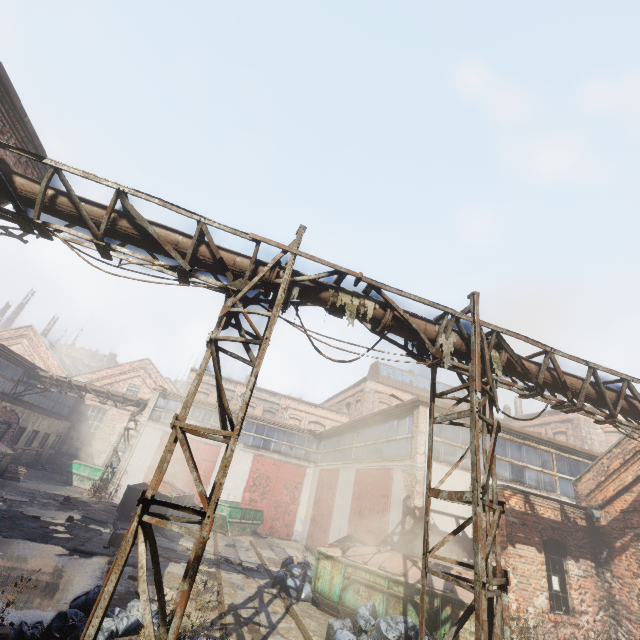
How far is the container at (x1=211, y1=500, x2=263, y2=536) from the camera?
16.20m

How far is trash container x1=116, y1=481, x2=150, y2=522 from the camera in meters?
14.4 m

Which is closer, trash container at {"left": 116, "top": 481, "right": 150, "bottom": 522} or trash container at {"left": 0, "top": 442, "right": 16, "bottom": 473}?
trash container at {"left": 116, "top": 481, "right": 150, "bottom": 522}

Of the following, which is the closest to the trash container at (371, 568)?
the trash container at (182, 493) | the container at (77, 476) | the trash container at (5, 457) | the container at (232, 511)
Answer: the container at (232, 511)

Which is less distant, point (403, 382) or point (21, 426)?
point (21, 426)

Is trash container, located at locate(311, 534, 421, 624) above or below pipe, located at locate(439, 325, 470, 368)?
below

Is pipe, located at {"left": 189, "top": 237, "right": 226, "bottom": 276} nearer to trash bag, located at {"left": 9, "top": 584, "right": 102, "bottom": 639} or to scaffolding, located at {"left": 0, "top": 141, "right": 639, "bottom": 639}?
scaffolding, located at {"left": 0, "top": 141, "right": 639, "bottom": 639}

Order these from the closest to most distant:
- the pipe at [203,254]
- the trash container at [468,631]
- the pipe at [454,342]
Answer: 1. the pipe at [203,254]
2. the pipe at [454,342]
3. the trash container at [468,631]
